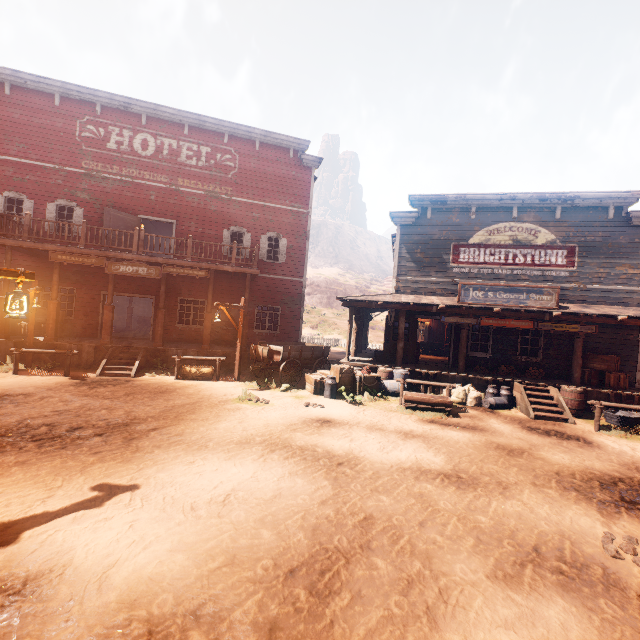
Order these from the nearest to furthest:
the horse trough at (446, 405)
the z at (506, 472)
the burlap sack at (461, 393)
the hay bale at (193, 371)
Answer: the z at (506, 472)
the horse trough at (446, 405)
the burlap sack at (461, 393)
the hay bale at (193, 371)

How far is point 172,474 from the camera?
5.20m

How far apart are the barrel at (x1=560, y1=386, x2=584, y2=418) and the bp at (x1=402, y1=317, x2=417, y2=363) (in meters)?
5.49

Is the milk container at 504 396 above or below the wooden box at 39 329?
below

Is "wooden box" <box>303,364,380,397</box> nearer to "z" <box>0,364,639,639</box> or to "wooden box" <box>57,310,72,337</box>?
"z" <box>0,364,639,639</box>

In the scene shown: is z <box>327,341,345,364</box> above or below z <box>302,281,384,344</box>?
below

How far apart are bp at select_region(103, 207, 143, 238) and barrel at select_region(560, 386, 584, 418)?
19.3m

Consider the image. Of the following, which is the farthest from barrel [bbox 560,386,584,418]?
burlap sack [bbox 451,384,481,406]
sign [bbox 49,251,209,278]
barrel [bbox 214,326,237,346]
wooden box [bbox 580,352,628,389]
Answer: sign [bbox 49,251,209,278]
